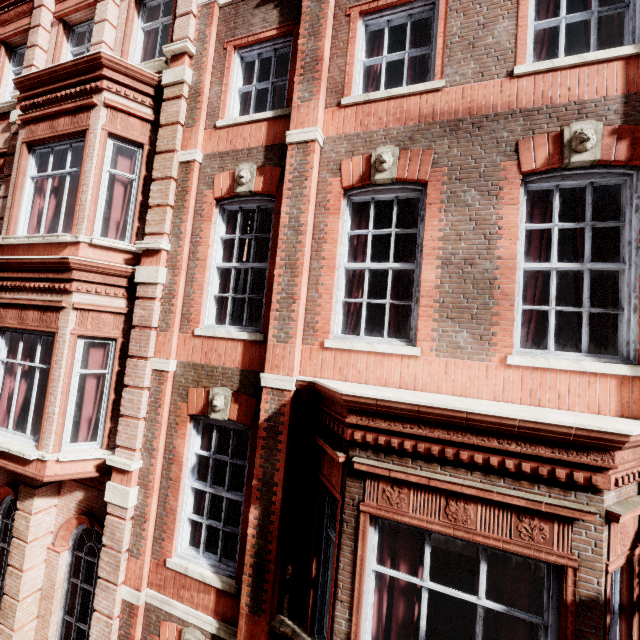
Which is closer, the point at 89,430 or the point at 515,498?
the point at 515,498
